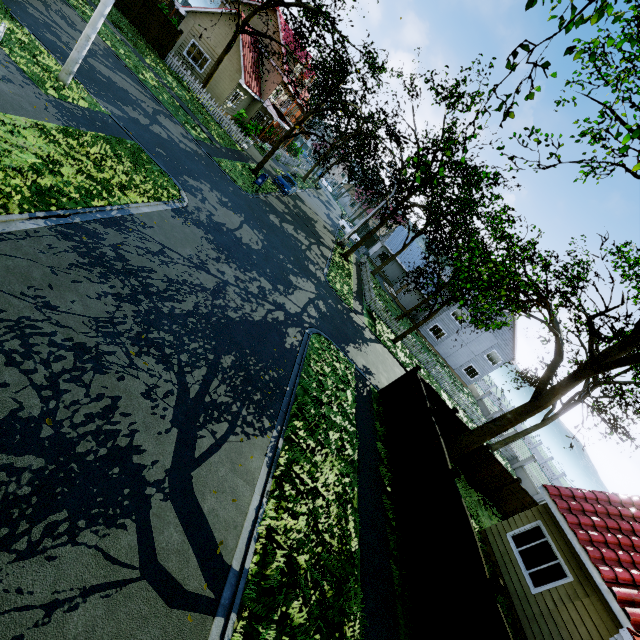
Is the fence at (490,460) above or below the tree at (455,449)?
below

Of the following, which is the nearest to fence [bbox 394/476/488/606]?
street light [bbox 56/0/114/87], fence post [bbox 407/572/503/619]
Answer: fence post [bbox 407/572/503/619]

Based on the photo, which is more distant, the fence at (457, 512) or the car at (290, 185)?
the car at (290, 185)

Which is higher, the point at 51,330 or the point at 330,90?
the point at 330,90

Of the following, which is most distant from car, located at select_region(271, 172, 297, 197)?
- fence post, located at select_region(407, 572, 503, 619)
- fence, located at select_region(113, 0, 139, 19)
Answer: fence post, located at select_region(407, 572, 503, 619)

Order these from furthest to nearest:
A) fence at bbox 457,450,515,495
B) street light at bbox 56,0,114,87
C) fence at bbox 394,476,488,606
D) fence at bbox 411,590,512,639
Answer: fence at bbox 457,450,515,495 → street light at bbox 56,0,114,87 → fence at bbox 394,476,488,606 → fence at bbox 411,590,512,639

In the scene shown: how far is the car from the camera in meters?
27.4

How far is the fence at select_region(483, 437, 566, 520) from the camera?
16.7 meters
